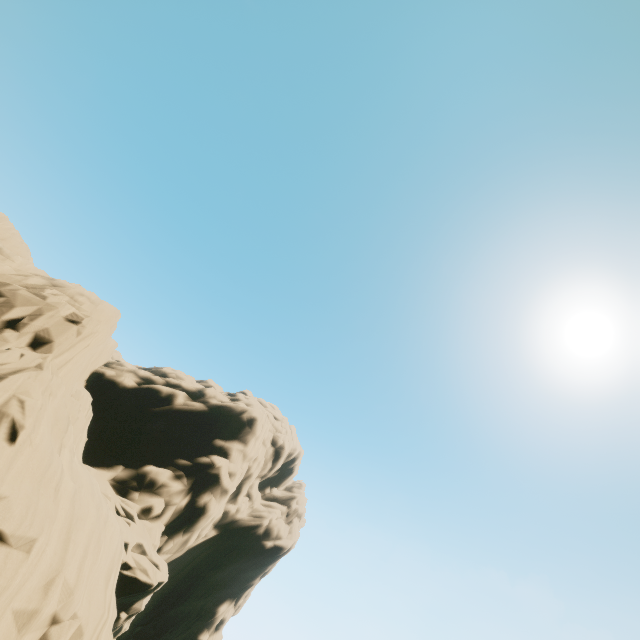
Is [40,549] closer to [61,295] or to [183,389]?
[61,295]
